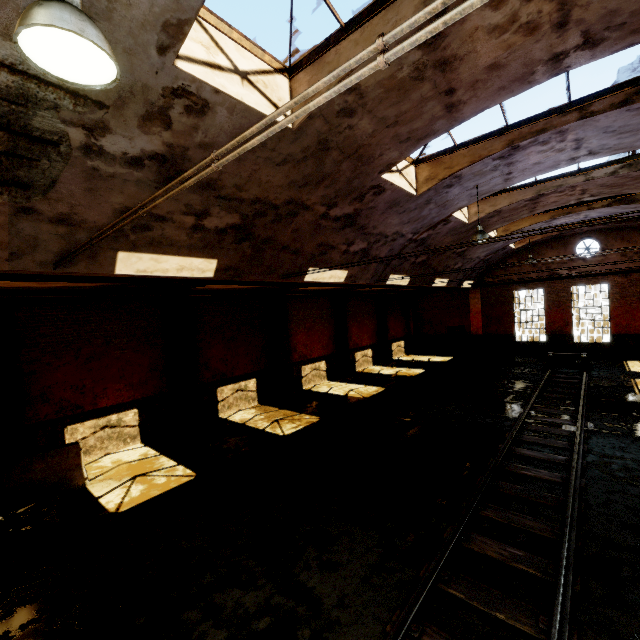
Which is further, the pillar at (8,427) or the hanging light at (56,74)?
the pillar at (8,427)

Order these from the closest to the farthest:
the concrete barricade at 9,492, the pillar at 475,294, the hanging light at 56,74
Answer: the hanging light at 56,74, the concrete barricade at 9,492, the pillar at 475,294

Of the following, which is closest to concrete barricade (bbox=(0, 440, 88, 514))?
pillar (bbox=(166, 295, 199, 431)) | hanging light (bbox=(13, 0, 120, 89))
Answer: pillar (bbox=(166, 295, 199, 431))

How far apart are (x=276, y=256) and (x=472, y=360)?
18.2 meters

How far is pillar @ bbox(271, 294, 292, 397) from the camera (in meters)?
15.43

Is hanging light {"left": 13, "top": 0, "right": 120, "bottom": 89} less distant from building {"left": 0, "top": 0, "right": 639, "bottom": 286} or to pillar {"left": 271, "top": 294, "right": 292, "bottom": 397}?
building {"left": 0, "top": 0, "right": 639, "bottom": 286}

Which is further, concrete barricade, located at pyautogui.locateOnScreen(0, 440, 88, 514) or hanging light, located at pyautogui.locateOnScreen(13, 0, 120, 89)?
concrete barricade, located at pyautogui.locateOnScreen(0, 440, 88, 514)

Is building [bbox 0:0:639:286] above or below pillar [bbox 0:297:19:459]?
above
